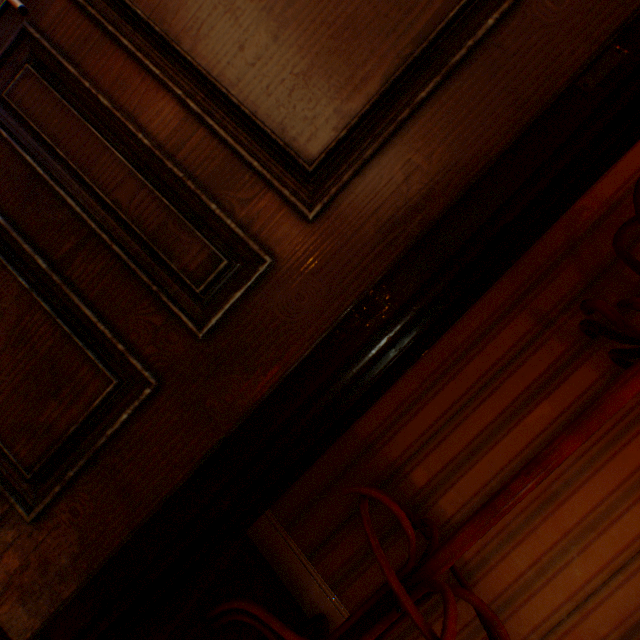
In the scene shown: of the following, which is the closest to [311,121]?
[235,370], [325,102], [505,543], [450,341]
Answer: [325,102]

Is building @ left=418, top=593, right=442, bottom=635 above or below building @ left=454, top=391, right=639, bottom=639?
below

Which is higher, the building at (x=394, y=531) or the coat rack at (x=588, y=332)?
the coat rack at (x=588, y=332)

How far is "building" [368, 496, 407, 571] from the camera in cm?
144

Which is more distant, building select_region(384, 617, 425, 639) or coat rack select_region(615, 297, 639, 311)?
building select_region(384, 617, 425, 639)

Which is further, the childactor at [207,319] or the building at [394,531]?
the building at [394,531]
